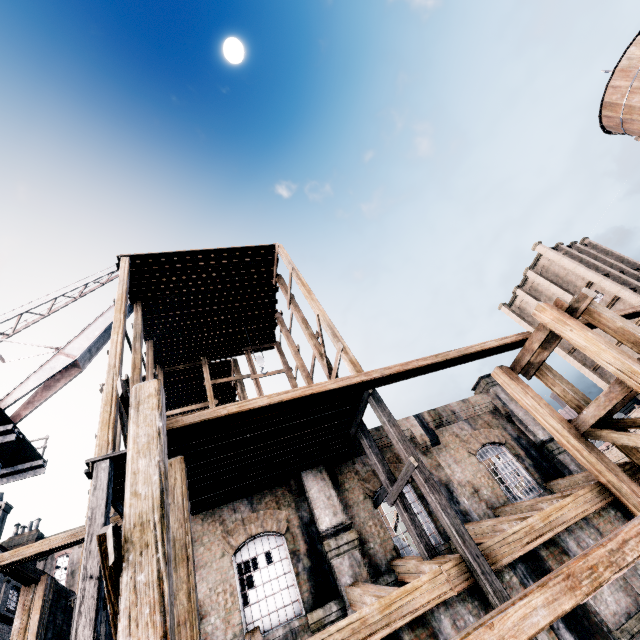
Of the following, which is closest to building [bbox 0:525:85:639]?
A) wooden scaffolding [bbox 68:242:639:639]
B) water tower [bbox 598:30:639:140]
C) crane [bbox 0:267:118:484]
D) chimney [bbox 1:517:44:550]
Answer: wooden scaffolding [bbox 68:242:639:639]

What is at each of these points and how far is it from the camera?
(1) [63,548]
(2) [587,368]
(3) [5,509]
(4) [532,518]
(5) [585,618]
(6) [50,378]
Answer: (1) building, 11.7 meters
(2) building, 41.5 meters
(3) chimney, 34.2 meters
(4) building, 9.2 meters
(5) building, 7.7 meters
(6) crane, 17.2 meters

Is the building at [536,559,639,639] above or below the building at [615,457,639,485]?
below

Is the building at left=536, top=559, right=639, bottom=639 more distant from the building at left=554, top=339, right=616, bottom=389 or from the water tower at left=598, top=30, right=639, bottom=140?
the building at left=554, top=339, right=616, bottom=389

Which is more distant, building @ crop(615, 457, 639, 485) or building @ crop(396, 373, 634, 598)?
building @ crop(615, 457, 639, 485)

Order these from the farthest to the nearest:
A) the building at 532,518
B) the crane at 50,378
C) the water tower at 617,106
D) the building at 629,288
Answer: the building at 629,288 < the water tower at 617,106 < the crane at 50,378 < the building at 532,518

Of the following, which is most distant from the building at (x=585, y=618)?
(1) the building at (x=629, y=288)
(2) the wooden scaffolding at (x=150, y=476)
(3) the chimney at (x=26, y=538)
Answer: (1) the building at (x=629, y=288)

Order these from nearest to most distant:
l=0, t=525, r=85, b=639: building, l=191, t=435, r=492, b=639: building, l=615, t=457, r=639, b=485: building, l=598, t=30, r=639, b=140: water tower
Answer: l=191, t=435, r=492, b=639: building < l=615, t=457, r=639, b=485: building < l=0, t=525, r=85, b=639: building < l=598, t=30, r=639, b=140: water tower
